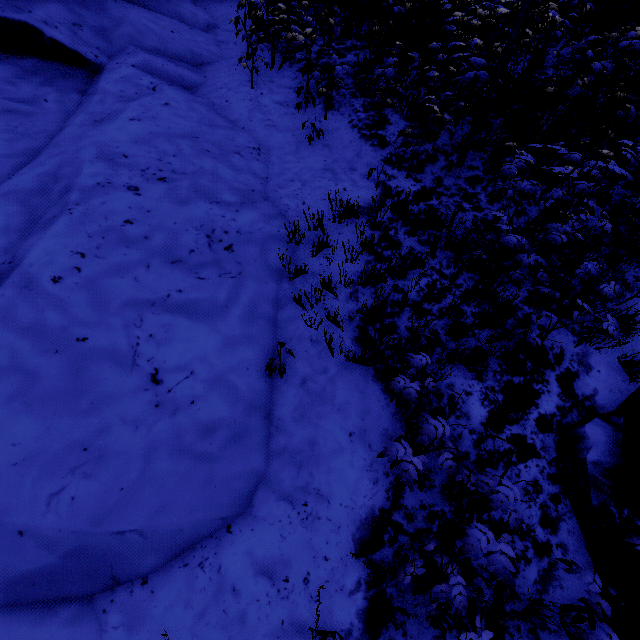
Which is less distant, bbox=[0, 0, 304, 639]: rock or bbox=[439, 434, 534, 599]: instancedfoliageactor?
bbox=[439, 434, 534, 599]: instancedfoliageactor

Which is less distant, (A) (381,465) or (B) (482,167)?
(A) (381,465)

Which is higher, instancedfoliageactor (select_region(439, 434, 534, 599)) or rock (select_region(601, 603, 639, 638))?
instancedfoliageactor (select_region(439, 434, 534, 599))

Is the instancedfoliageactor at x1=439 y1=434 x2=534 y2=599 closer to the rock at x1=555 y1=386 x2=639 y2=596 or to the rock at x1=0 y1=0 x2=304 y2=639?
the rock at x1=555 y1=386 x2=639 y2=596

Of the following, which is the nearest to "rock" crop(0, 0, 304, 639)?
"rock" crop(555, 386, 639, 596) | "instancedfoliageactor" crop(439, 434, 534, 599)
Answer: "instancedfoliageactor" crop(439, 434, 534, 599)

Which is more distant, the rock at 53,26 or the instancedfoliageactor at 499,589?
the rock at 53,26

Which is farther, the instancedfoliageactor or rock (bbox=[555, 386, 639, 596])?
rock (bbox=[555, 386, 639, 596])

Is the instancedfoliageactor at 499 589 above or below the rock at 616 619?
above
